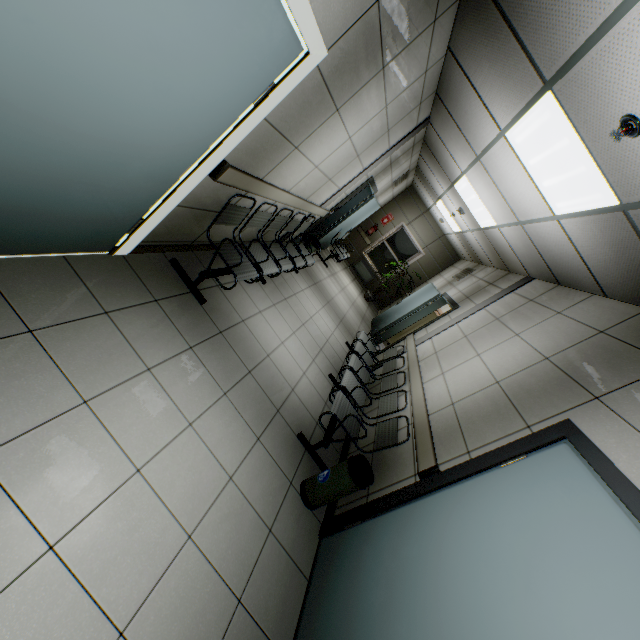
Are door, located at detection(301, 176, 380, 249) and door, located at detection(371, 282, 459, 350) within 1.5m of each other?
no

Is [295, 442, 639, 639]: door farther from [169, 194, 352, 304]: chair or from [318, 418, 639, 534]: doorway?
[169, 194, 352, 304]: chair

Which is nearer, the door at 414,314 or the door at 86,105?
the door at 86,105

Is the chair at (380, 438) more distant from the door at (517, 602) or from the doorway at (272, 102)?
the doorway at (272, 102)

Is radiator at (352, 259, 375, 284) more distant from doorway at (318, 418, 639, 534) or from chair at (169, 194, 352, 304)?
doorway at (318, 418, 639, 534)

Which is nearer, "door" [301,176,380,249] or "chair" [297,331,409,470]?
"chair" [297,331,409,470]

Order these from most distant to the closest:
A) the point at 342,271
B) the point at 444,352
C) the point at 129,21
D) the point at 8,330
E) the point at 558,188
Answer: the point at 342,271
the point at 444,352
the point at 558,188
the point at 8,330
the point at 129,21

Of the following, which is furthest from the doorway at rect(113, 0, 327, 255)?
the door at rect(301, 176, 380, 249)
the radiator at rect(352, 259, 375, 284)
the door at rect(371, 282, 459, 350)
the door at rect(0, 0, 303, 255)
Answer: the radiator at rect(352, 259, 375, 284)
